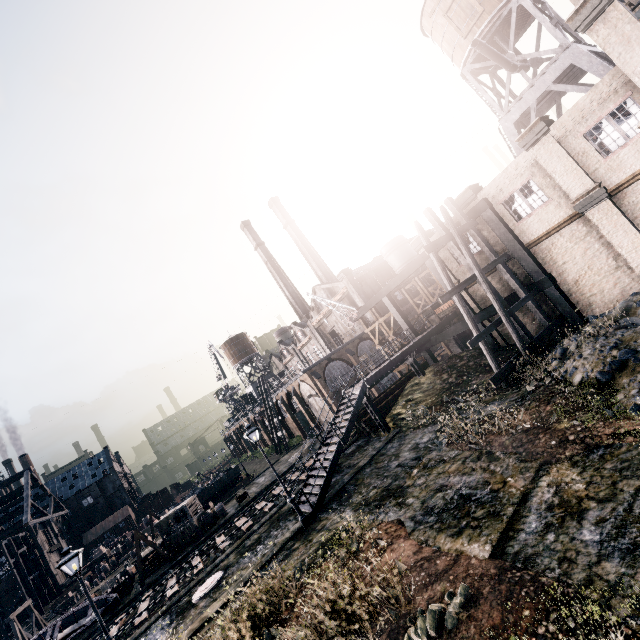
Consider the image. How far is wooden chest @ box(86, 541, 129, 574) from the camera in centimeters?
4978cm

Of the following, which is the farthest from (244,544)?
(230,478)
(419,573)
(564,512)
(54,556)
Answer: (54,556)

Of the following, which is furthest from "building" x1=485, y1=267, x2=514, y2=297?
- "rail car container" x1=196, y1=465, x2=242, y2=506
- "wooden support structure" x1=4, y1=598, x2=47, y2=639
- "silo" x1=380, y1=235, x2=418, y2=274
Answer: "wooden support structure" x1=4, y1=598, x2=47, y2=639

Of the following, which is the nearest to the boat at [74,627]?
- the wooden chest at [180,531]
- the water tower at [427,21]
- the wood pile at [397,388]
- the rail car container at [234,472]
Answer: the wooden chest at [180,531]

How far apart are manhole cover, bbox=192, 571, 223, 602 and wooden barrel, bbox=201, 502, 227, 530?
15.7m

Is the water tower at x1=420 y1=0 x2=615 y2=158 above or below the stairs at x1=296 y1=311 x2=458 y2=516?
above

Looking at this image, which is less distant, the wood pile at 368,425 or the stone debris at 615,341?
the stone debris at 615,341

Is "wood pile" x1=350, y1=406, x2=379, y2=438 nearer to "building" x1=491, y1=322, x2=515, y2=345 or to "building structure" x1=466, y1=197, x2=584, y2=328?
"building structure" x1=466, y1=197, x2=584, y2=328
